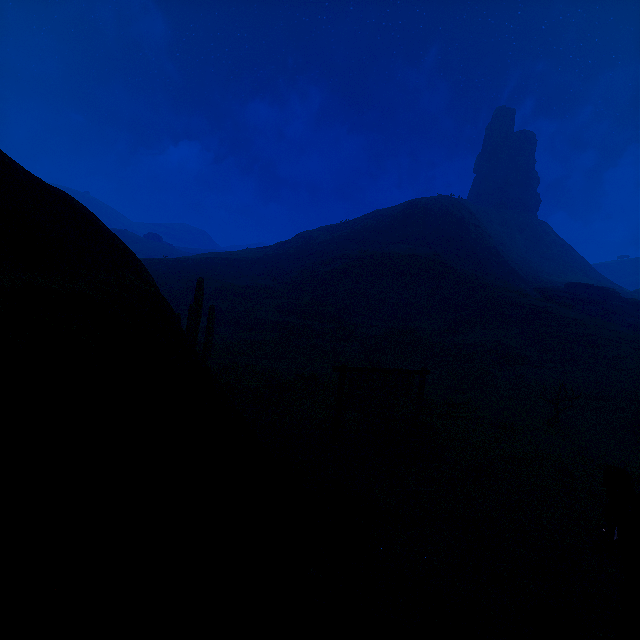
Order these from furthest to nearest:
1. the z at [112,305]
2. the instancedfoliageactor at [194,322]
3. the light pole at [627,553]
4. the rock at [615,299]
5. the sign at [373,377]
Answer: the rock at [615,299] < the instancedfoliageactor at [194,322] < the sign at [373,377] < the z at [112,305] < the light pole at [627,553]

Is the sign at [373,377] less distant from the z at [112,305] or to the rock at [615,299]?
the z at [112,305]

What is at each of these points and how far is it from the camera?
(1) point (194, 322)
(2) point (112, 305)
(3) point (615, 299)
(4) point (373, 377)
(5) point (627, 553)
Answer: (1) instancedfoliageactor, 13.8m
(2) z, 4.3m
(3) rock, 38.1m
(4) sign, 9.7m
(5) light pole, 1.7m

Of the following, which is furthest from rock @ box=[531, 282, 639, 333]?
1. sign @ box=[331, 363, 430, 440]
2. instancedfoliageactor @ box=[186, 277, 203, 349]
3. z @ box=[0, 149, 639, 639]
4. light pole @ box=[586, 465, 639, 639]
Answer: light pole @ box=[586, 465, 639, 639]

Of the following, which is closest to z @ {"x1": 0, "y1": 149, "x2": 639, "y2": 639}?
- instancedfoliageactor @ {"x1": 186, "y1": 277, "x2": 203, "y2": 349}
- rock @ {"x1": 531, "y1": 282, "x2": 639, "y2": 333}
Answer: instancedfoliageactor @ {"x1": 186, "y1": 277, "x2": 203, "y2": 349}

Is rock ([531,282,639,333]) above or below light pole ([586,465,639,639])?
above

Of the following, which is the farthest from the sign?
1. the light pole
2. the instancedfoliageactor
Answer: the instancedfoliageactor

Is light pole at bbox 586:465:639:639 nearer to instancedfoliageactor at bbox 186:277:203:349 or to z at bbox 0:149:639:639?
z at bbox 0:149:639:639
